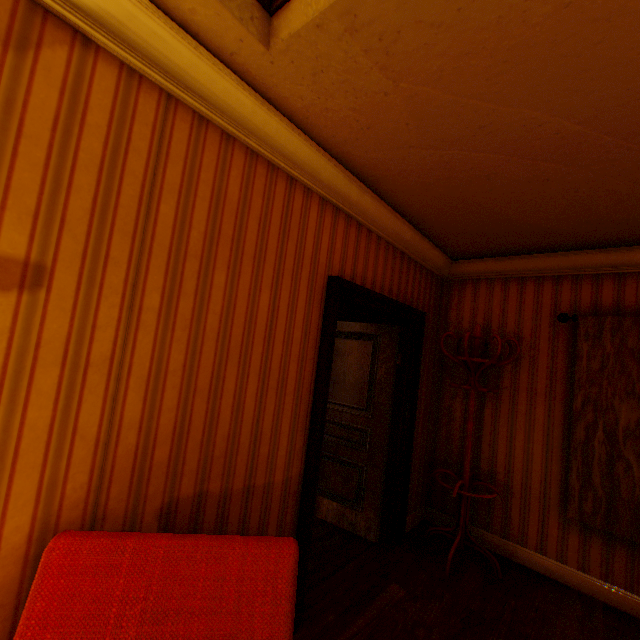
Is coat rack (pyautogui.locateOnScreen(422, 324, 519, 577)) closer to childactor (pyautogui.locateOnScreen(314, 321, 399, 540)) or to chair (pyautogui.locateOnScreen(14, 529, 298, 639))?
childactor (pyautogui.locateOnScreen(314, 321, 399, 540))

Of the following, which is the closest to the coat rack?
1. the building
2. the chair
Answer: the building

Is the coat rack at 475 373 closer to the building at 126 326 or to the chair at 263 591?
the building at 126 326

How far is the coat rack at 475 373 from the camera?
3.04m

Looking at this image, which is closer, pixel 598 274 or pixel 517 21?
pixel 517 21

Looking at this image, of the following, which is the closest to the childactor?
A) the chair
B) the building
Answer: the building

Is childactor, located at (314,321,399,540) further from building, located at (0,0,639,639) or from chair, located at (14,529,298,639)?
chair, located at (14,529,298,639)

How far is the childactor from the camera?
3.4m
